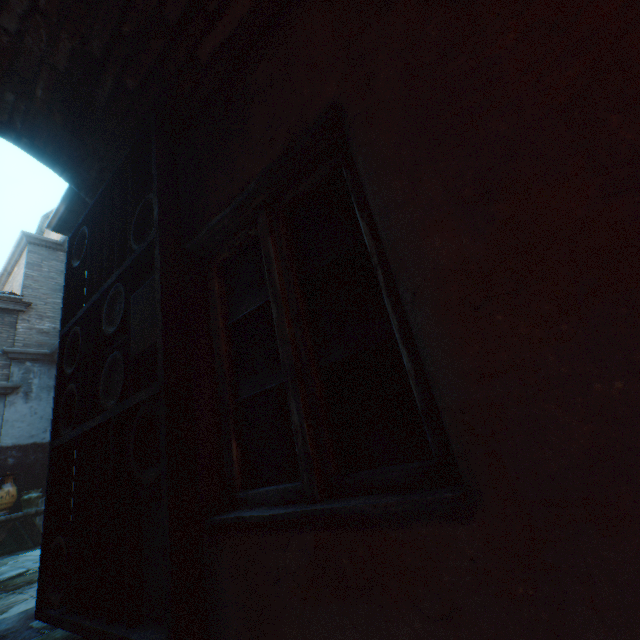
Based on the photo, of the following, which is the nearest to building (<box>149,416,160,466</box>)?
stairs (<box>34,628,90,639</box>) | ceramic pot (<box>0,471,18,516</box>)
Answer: stairs (<box>34,628,90,639</box>)

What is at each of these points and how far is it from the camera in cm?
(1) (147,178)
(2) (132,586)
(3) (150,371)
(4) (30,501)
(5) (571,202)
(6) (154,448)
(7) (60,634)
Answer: (1) building, 220
(2) gate, 122
(3) building, 172
(4) ceramic pot, 711
(5) building, 68
(6) building, 157
(7) stairs, 175

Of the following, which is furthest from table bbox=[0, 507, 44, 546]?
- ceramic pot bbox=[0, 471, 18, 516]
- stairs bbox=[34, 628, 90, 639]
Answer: stairs bbox=[34, 628, 90, 639]

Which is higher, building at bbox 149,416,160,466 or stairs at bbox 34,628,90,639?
building at bbox 149,416,160,466

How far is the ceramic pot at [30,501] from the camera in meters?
7.1

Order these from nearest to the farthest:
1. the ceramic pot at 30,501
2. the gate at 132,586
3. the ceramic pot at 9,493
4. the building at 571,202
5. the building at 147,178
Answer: the building at 571,202 → the gate at 132,586 → the building at 147,178 → the ceramic pot at 9,493 → the ceramic pot at 30,501

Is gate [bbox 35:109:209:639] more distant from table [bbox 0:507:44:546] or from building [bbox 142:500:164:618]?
table [bbox 0:507:44:546]

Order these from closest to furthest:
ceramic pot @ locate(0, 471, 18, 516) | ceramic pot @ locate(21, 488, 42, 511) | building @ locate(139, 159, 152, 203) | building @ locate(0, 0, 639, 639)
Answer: building @ locate(0, 0, 639, 639) → building @ locate(139, 159, 152, 203) → ceramic pot @ locate(0, 471, 18, 516) → ceramic pot @ locate(21, 488, 42, 511)
